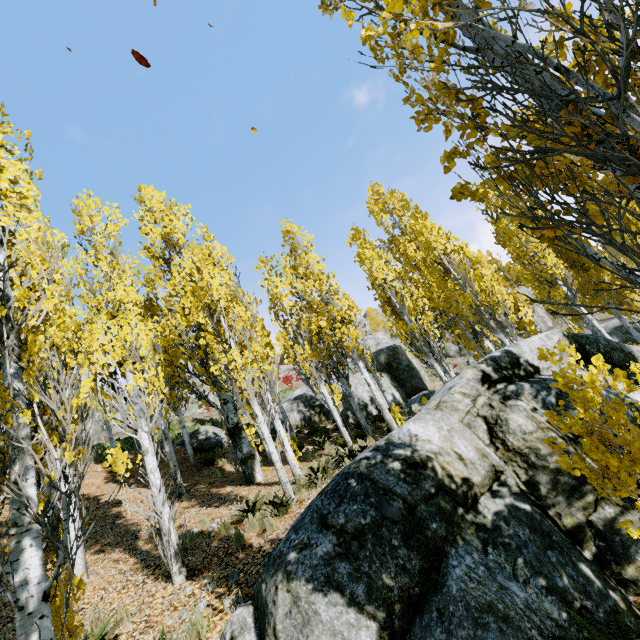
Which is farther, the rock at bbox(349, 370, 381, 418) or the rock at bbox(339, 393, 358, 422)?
the rock at bbox(349, 370, 381, 418)

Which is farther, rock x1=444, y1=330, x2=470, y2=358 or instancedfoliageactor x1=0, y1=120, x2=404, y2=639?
rock x1=444, y1=330, x2=470, y2=358

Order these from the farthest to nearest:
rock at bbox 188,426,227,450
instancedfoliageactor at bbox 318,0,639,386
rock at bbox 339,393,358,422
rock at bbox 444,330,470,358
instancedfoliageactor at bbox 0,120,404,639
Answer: rock at bbox 444,330,470,358
rock at bbox 339,393,358,422
rock at bbox 188,426,227,450
instancedfoliageactor at bbox 0,120,404,639
instancedfoliageactor at bbox 318,0,639,386

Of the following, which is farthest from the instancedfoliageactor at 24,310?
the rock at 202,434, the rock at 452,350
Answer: the rock at 202,434

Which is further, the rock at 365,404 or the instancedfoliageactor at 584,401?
the rock at 365,404

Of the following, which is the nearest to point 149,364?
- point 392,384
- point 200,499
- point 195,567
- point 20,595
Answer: point 195,567

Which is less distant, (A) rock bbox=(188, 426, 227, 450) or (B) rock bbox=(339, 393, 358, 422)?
(A) rock bbox=(188, 426, 227, 450)

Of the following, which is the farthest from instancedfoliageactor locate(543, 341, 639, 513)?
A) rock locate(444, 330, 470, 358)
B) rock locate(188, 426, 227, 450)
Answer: rock locate(188, 426, 227, 450)
